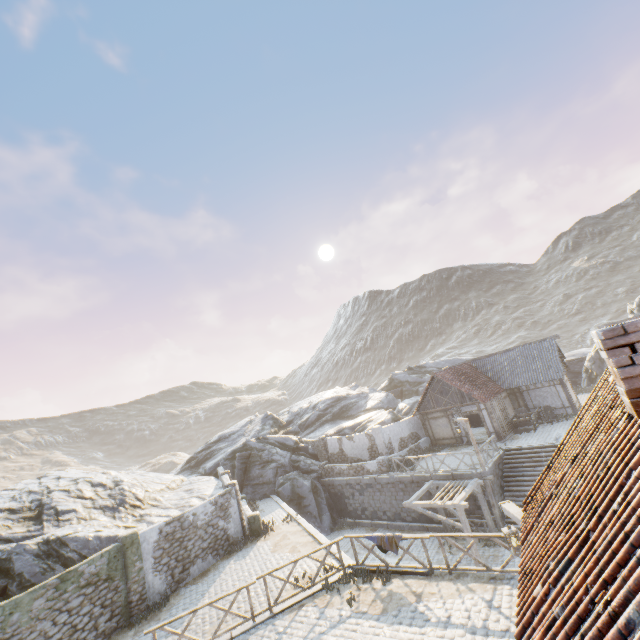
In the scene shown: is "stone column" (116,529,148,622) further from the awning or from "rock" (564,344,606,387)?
the awning

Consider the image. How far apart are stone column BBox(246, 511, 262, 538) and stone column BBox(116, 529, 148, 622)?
5.1 meters

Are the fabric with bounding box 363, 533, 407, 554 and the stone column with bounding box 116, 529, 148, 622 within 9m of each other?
no

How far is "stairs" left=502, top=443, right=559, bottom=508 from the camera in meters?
18.7 m

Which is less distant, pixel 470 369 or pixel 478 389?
pixel 478 389

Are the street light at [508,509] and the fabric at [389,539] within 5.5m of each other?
yes

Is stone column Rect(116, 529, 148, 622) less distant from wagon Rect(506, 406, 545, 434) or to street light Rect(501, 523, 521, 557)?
street light Rect(501, 523, 521, 557)

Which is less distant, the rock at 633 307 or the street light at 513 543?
the street light at 513 543
